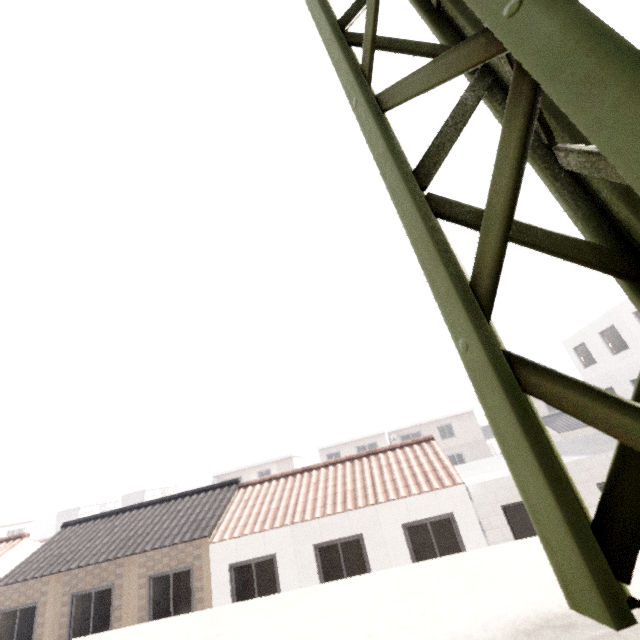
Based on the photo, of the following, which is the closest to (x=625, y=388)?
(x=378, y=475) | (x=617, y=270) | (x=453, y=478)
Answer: (x=453, y=478)

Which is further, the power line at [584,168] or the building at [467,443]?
the building at [467,443]

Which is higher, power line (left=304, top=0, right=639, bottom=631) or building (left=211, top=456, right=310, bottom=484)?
building (left=211, top=456, right=310, bottom=484)

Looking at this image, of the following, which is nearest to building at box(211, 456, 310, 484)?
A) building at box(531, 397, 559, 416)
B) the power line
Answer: building at box(531, 397, 559, 416)

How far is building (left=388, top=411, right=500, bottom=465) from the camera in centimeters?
3322cm

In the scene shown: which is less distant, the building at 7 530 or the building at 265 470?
the building at 265 470

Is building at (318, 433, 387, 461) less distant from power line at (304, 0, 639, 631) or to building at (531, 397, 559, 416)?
building at (531, 397, 559, 416)
